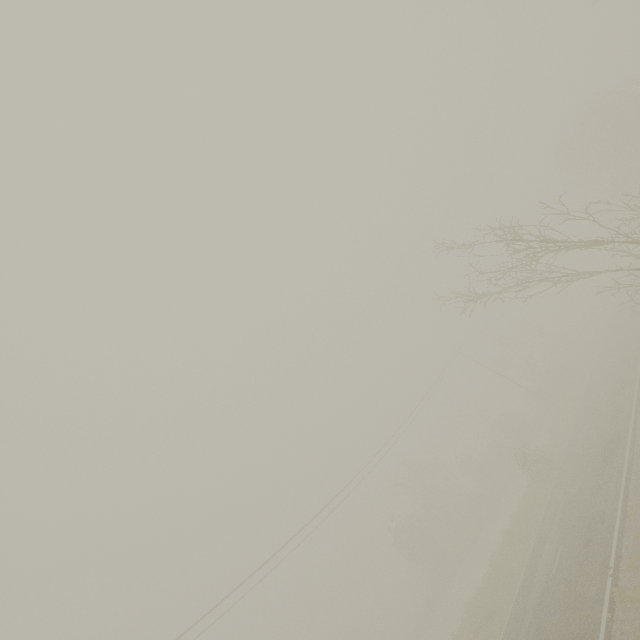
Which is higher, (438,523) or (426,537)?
(426,537)
